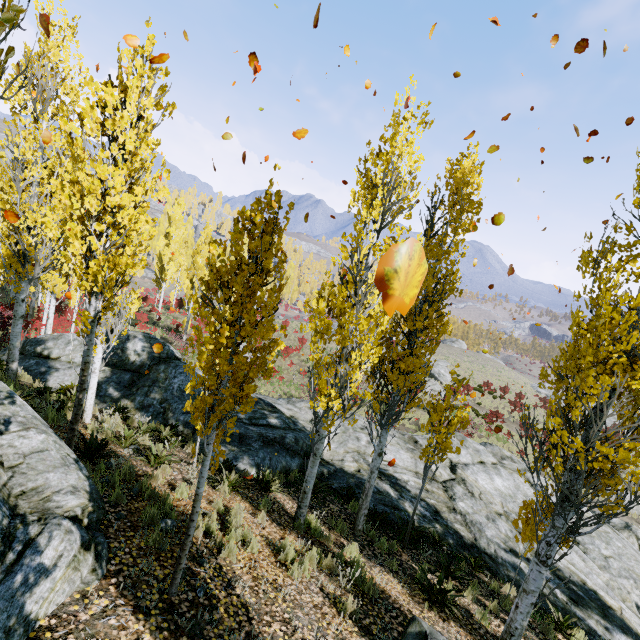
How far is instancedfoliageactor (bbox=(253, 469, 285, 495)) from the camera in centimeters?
831cm

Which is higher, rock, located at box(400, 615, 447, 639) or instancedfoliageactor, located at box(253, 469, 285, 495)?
rock, located at box(400, 615, 447, 639)

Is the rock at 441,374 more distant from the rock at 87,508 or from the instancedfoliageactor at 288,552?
the rock at 87,508

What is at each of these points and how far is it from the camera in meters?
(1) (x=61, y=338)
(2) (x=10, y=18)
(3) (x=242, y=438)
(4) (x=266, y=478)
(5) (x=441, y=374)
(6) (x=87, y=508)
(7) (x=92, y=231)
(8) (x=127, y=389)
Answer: (1) rock, 13.6
(2) instancedfoliageactor, 1.1
(3) rock, 10.9
(4) instancedfoliageactor, 8.5
(5) rock, 39.0
(6) rock, 4.2
(7) instancedfoliageactor, 4.6
(8) rock, 12.2

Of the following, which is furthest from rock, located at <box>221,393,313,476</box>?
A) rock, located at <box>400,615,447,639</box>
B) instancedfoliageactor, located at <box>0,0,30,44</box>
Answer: rock, located at <box>400,615,447,639</box>

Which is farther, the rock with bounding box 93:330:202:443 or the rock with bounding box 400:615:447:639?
the rock with bounding box 93:330:202:443

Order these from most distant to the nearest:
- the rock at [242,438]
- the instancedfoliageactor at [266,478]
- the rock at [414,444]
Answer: the rock at [414,444] < the rock at [242,438] < the instancedfoliageactor at [266,478]

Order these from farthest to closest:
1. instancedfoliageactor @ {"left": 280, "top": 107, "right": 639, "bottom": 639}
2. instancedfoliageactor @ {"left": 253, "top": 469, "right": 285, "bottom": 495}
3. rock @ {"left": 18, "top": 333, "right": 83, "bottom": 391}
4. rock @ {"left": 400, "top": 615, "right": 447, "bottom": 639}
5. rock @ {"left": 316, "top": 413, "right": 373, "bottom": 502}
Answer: rock @ {"left": 18, "top": 333, "right": 83, "bottom": 391} < rock @ {"left": 316, "top": 413, "right": 373, "bottom": 502} < instancedfoliageactor @ {"left": 253, "top": 469, "right": 285, "bottom": 495} < instancedfoliageactor @ {"left": 280, "top": 107, "right": 639, "bottom": 639} < rock @ {"left": 400, "top": 615, "right": 447, "bottom": 639}
